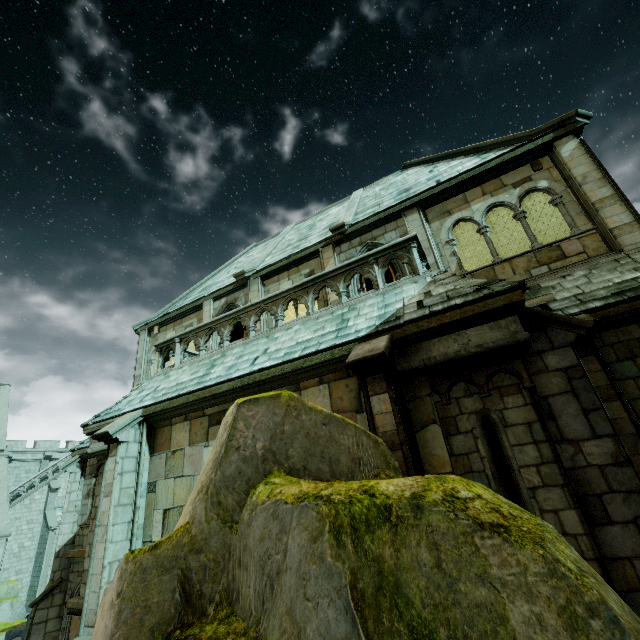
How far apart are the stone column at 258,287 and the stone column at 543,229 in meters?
10.6

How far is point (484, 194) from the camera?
9.6 meters

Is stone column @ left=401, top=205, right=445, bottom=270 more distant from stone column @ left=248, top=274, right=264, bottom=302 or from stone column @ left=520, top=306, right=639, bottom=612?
stone column @ left=248, top=274, right=264, bottom=302

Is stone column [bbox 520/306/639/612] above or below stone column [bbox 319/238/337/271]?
Result: below

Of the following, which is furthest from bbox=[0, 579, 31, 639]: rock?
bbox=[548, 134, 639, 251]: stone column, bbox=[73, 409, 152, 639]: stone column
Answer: bbox=[548, 134, 639, 251]: stone column

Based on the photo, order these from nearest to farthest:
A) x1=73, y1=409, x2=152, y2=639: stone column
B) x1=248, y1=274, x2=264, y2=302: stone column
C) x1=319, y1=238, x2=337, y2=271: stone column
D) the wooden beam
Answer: x1=73, y1=409, x2=152, y2=639: stone column < the wooden beam < x1=319, y1=238, x2=337, y2=271: stone column < x1=248, y1=274, x2=264, y2=302: stone column

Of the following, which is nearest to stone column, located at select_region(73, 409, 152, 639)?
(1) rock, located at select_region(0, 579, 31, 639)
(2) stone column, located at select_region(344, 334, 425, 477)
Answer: (2) stone column, located at select_region(344, 334, 425, 477)

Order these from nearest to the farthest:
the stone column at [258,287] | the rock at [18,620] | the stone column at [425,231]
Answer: the stone column at [425,231], the stone column at [258,287], the rock at [18,620]
